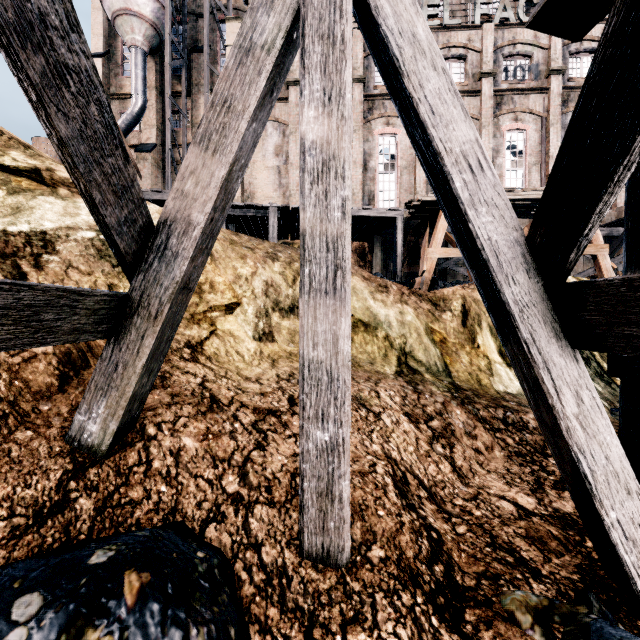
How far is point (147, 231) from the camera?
2.7 meters

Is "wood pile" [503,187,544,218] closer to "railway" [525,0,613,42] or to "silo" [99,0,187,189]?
"railway" [525,0,613,42]

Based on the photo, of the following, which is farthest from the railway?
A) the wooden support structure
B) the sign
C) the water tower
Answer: the water tower

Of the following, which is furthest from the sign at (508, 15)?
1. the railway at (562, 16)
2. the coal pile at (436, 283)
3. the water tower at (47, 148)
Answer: the water tower at (47, 148)

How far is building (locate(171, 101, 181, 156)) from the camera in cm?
2872

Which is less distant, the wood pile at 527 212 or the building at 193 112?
the wood pile at 527 212

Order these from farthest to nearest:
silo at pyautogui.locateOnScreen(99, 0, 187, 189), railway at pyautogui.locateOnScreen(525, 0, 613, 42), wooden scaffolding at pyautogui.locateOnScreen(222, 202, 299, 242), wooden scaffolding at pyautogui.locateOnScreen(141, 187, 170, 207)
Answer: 1. silo at pyautogui.locateOnScreen(99, 0, 187, 189)
2. wooden scaffolding at pyautogui.locateOnScreen(222, 202, 299, 242)
3. wooden scaffolding at pyautogui.locateOnScreen(141, 187, 170, 207)
4. railway at pyautogui.locateOnScreen(525, 0, 613, 42)
